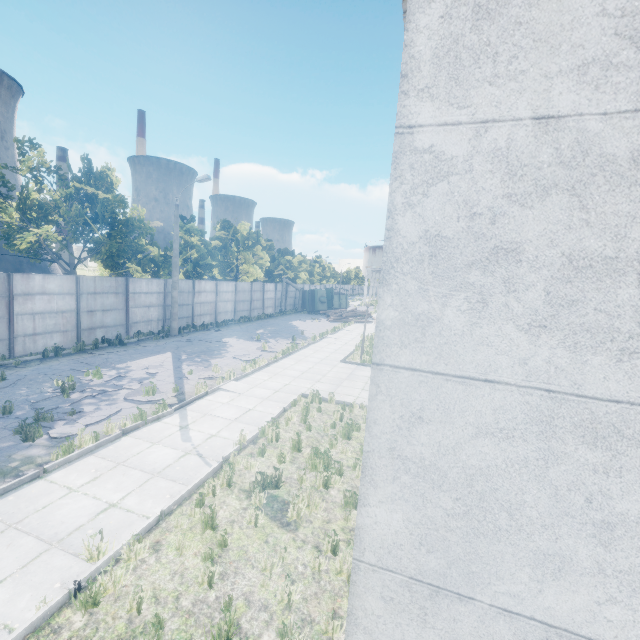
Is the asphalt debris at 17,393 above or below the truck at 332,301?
below

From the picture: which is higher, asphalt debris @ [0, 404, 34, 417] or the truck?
the truck

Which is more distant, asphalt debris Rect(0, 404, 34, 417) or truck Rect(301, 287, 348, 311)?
truck Rect(301, 287, 348, 311)

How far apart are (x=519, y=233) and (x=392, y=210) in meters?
0.7 m

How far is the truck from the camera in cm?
4156

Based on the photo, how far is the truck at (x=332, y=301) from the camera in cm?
4156
